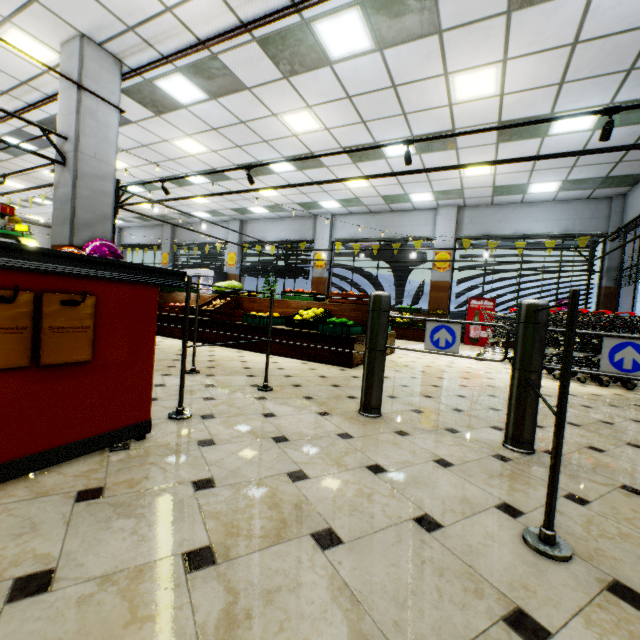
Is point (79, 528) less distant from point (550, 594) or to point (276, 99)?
point (550, 594)

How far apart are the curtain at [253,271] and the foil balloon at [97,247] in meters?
8.8

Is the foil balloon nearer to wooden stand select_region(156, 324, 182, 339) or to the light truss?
wooden stand select_region(156, 324, 182, 339)

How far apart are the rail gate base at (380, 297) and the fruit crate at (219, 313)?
3.6 meters

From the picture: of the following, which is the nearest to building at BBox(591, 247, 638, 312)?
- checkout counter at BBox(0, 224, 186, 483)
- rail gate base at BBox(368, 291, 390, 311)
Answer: checkout counter at BBox(0, 224, 186, 483)

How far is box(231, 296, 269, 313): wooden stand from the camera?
6.5 meters

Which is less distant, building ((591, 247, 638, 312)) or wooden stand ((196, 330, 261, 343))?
wooden stand ((196, 330, 261, 343))

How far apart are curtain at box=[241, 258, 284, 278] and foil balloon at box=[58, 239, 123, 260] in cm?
879
